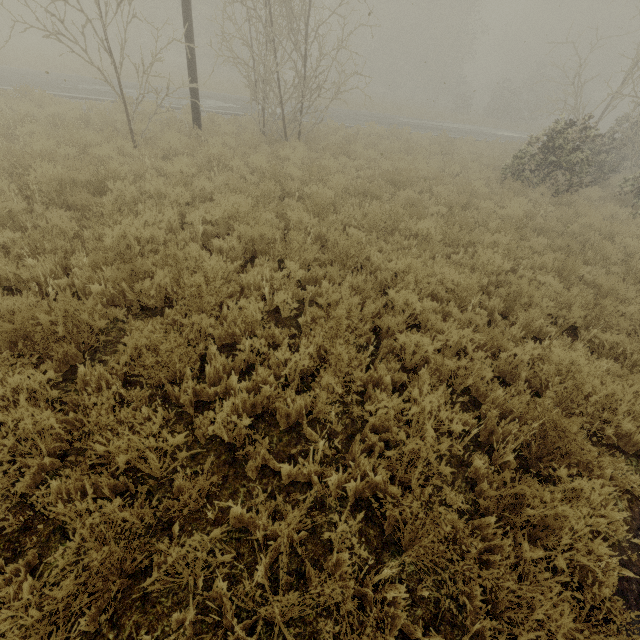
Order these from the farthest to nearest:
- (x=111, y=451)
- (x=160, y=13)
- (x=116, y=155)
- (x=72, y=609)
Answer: (x=160, y=13) → (x=116, y=155) → (x=111, y=451) → (x=72, y=609)
